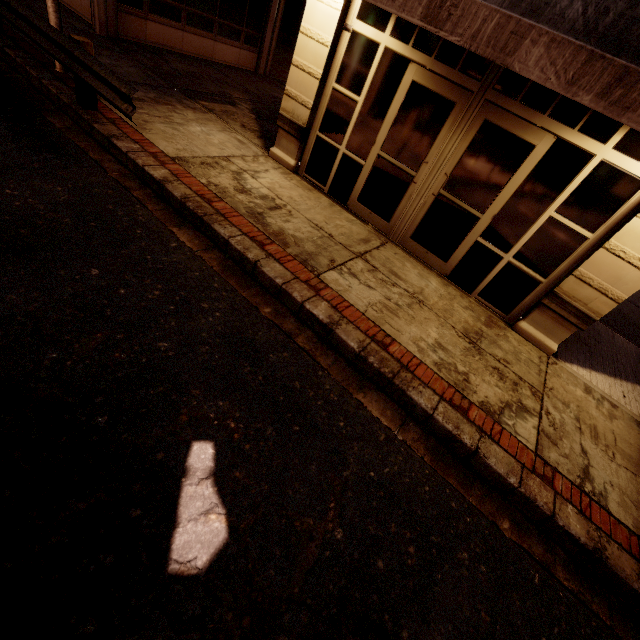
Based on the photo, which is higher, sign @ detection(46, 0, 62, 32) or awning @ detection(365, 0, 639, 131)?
awning @ detection(365, 0, 639, 131)

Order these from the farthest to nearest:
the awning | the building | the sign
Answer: the sign → the building → the awning

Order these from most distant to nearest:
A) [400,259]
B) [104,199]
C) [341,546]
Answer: [400,259] < [104,199] < [341,546]

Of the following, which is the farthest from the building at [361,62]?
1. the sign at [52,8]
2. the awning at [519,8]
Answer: the sign at [52,8]

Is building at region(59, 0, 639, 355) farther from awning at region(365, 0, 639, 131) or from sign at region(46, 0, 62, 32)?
sign at region(46, 0, 62, 32)

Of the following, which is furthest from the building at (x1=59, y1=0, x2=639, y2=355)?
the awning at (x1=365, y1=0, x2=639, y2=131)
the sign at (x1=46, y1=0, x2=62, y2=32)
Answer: the sign at (x1=46, y1=0, x2=62, y2=32)
